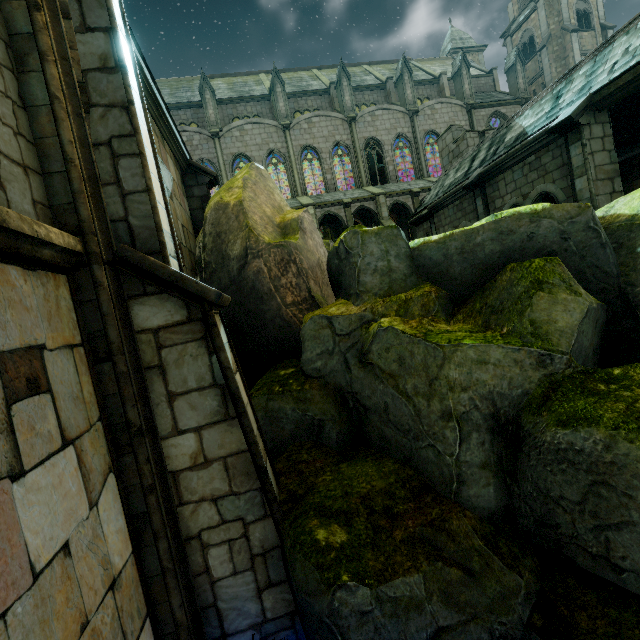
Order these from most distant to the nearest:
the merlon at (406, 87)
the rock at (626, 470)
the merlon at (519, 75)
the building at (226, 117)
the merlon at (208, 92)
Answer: the merlon at (519, 75), the merlon at (406, 87), the building at (226, 117), the merlon at (208, 92), the rock at (626, 470)

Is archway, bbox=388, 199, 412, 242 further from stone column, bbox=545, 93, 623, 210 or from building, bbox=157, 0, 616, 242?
stone column, bbox=545, 93, 623, 210

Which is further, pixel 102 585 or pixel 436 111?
pixel 436 111

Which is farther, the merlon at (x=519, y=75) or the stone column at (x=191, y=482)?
the merlon at (x=519, y=75)

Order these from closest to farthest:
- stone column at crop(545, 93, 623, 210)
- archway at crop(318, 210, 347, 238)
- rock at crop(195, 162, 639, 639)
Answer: rock at crop(195, 162, 639, 639)
stone column at crop(545, 93, 623, 210)
archway at crop(318, 210, 347, 238)

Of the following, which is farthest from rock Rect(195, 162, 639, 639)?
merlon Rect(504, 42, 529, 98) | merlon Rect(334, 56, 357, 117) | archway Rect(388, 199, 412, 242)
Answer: merlon Rect(504, 42, 529, 98)

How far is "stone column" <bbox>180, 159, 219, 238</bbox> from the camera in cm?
963

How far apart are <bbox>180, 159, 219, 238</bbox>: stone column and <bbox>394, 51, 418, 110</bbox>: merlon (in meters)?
26.75
